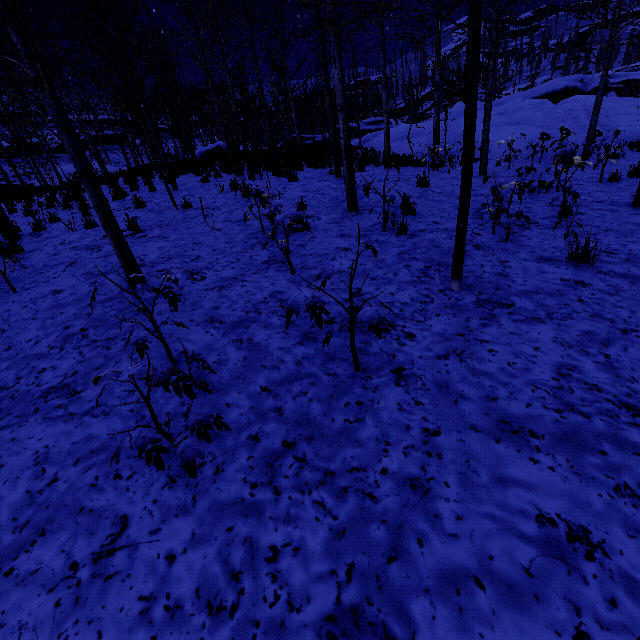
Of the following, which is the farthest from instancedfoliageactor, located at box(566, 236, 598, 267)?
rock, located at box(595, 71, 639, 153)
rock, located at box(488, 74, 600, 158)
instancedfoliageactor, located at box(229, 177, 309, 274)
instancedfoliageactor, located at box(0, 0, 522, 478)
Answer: rock, located at box(595, 71, 639, 153)

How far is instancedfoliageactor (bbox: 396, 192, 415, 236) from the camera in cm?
522

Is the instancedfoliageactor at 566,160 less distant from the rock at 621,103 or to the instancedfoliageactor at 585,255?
the rock at 621,103

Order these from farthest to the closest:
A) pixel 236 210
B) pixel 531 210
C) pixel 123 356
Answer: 1. pixel 236 210
2. pixel 531 210
3. pixel 123 356

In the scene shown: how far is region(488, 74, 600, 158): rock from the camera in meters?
14.7

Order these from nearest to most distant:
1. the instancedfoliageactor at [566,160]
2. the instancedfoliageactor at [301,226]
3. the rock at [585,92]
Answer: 1. the instancedfoliageactor at [301,226]
2. the instancedfoliageactor at [566,160]
3. the rock at [585,92]

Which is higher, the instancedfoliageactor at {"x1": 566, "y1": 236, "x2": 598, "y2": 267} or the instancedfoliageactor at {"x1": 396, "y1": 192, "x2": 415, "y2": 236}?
the instancedfoliageactor at {"x1": 396, "y1": 192, "x2": 415, "y2": 236}
